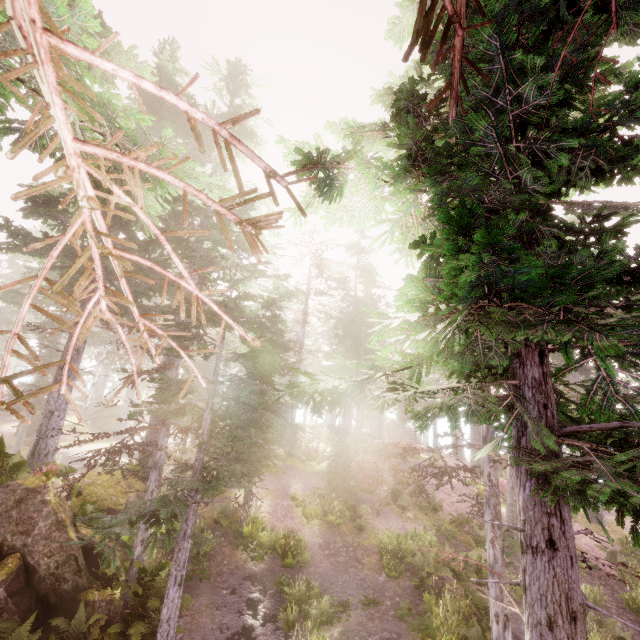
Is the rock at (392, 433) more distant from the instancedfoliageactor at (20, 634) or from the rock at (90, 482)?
the rock at (90, 482)

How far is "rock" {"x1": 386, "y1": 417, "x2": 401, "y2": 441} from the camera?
49.4 meters

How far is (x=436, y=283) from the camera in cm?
394

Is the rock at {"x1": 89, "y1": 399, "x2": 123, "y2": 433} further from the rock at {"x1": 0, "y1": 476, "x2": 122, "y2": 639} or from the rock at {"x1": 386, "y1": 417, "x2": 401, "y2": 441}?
the rock at {"x1": 386, "y1": 417, "x2": 401, "y2": 441}

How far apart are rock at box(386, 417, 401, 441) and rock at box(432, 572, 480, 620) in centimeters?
3814cm

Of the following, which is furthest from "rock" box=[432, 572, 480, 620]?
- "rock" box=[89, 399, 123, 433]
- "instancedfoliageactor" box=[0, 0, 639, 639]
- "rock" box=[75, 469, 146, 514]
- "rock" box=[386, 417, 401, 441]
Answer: "rock" box=[386, 417, 401, 441]

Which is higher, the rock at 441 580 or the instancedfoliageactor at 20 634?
the rock at 441 580

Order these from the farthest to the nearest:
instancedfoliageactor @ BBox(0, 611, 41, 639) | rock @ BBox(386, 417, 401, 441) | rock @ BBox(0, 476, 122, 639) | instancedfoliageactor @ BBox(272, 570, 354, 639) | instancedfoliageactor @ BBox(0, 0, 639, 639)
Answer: rock @ BBox(386, 417, 401, 441) < instancedfoliageactor @ BBox(272, 570, 354, 639) < rock @ BBox(0, 476, 122, 639) < instancedfoliageactor @ BBox(0, 611, 41, 639) < instancedfoliageactor @ BBox(0, 0, 639, 639)
